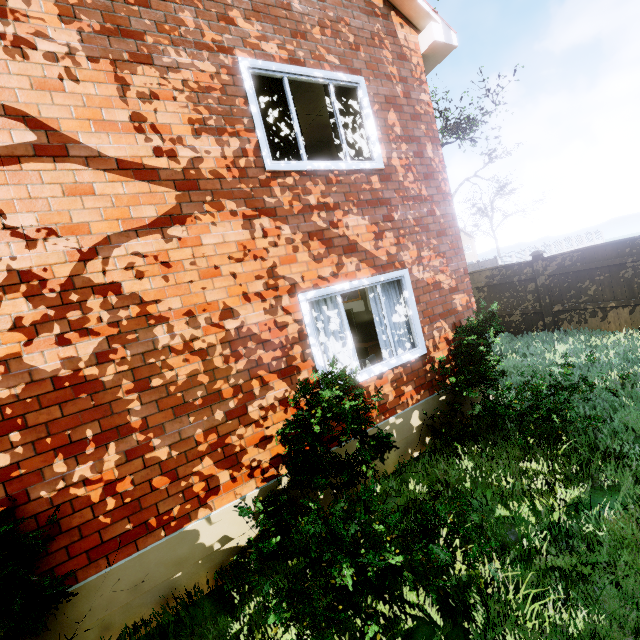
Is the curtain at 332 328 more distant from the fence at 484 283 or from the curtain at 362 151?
the fence at 484 283

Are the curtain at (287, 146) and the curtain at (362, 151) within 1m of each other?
yes

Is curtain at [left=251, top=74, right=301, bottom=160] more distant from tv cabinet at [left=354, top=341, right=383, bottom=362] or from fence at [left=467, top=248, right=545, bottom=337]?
fence at [left=467, top=248, right=545, bottom=337]

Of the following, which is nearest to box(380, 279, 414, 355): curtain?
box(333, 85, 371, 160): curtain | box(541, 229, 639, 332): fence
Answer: box(333, 85, 371, 160): curtain

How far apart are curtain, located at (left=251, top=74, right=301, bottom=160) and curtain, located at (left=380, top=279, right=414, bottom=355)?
1.8 meters

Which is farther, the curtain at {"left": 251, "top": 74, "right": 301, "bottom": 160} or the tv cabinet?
the tv cabinet

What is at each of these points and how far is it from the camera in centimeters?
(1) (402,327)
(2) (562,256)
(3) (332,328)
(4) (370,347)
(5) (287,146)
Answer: (1) curtain, 522cm
(2) fence, 862cm
(3) curtain, 456cm
(4) tv cabinet, 765cm
(5) curtain, 439cm

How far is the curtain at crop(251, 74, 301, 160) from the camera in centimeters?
426cm
